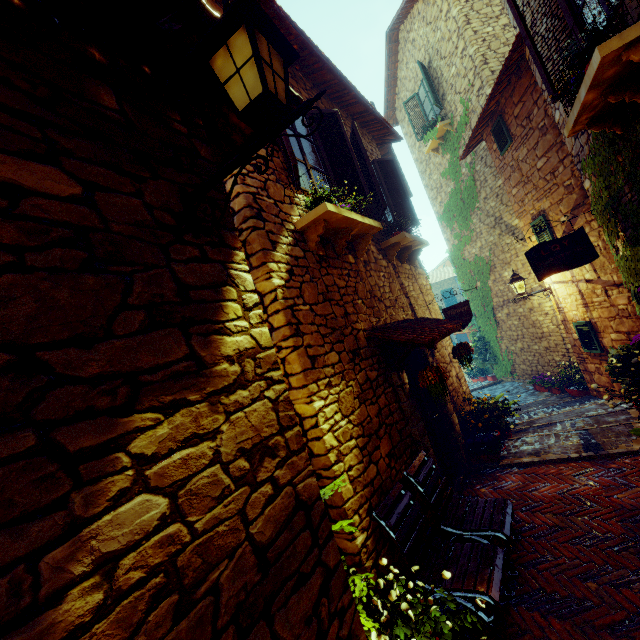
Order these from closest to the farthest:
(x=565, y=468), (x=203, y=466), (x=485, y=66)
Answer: (x=203, y=466), (x=565, y=468), (x=485, y=66)

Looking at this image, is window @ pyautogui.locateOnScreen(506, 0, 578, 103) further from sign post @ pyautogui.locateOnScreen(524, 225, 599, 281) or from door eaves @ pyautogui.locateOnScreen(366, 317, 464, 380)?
door eaves @ pyautogui.locateOnScreen(366, 317, 464, 380)

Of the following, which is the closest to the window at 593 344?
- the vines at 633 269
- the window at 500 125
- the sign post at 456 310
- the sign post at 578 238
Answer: the sign post at 578 238

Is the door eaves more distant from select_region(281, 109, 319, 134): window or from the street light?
the street light

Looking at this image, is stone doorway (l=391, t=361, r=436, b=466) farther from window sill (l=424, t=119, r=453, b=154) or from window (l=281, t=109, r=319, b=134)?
window sill (l=424, t=119, r=453, b=154)

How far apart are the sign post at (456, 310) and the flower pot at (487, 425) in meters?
1.9

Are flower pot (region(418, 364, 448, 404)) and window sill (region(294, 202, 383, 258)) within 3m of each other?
yes

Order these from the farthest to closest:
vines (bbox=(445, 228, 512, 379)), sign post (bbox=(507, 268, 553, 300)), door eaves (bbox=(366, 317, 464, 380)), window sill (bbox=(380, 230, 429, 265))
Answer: vines (bbox=(445, 228, 512, 379)), sign post (bbox=(507, 268, 553, 300)), window sill (bbox=(380, 230, 429, 265)), door eaves (bbox=(366, 317, 464, 380))
